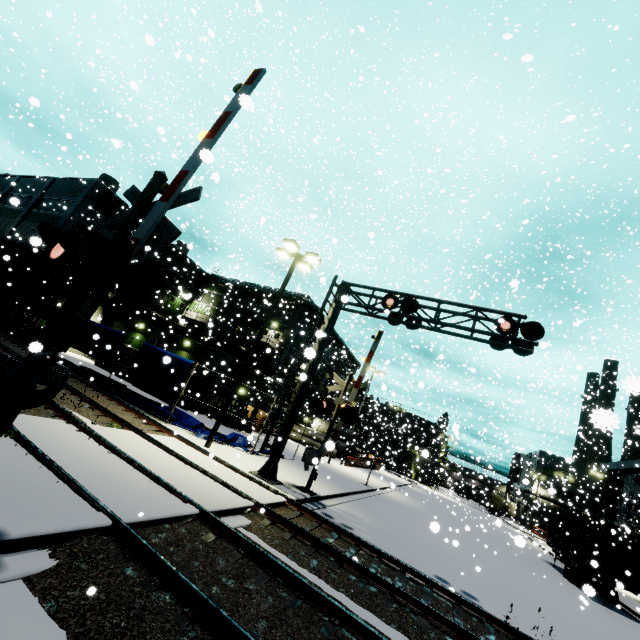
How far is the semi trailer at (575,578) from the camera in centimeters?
1936cm

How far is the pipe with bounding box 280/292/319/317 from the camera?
34.3 meters

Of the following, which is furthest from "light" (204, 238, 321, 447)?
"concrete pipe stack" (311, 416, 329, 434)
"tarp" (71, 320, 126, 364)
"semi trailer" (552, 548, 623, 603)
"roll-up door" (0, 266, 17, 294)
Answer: "concrete pipe stack" (311, 416, 329, 434)

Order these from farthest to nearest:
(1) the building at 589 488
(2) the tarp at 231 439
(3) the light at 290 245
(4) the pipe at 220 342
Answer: (4) the pipe at 220 342, (1) the building at 589 488, (2) the tarp at 231 439, (3) the light at 290 245

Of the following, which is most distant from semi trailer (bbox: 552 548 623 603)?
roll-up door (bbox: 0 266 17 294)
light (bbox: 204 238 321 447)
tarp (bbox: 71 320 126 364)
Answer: roll-up door (bbox: 0 266 17 294)

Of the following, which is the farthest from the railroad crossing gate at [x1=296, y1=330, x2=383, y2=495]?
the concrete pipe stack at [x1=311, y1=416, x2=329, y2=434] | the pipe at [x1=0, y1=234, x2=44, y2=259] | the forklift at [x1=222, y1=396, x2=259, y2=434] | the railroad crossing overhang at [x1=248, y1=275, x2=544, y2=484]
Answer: the concrete pipe stack at [x1=311, y1=416, x2=329, y2=434]

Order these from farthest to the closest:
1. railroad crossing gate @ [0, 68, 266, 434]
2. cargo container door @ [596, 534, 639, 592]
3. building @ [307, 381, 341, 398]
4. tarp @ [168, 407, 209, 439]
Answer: building @ [307, 381, 341, 398] → cargo container door @ [596, 534, 639, 592] → tarp @ [168, 407, 209, 439] → railroad crossing gate @ [0, 68, 266, 434]

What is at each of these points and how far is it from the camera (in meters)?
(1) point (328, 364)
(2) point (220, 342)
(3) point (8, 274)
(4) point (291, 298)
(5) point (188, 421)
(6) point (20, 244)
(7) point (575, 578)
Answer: (1) building, 45.59
(2) pipe, 34.03
(3) roll-up door, 28.42
(4) pipe, 34.59
(5) tarp, 16.91
(6) pipe, 26.06
(7) semi trailer, 20.59
